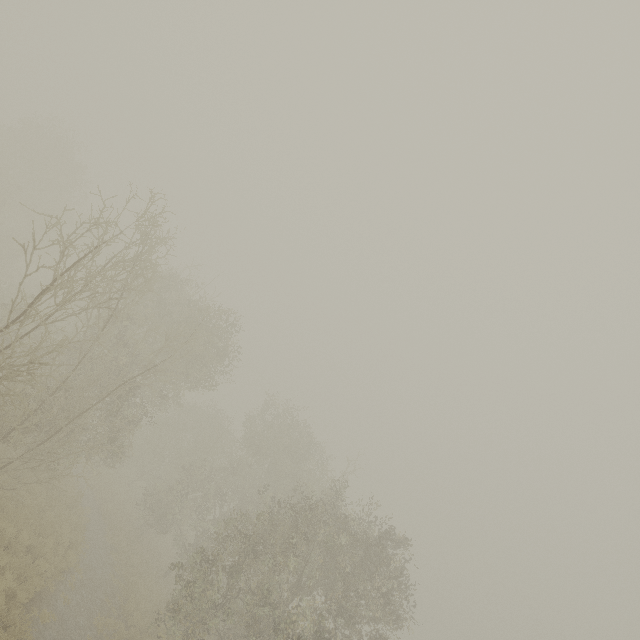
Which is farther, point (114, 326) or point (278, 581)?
point (114, 326)
